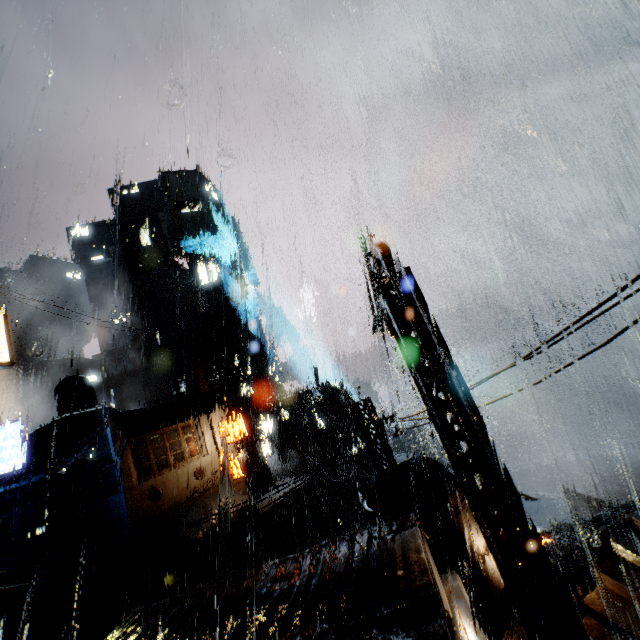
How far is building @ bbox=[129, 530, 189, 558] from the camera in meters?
19.6 m

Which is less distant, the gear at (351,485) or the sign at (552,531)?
the sign at (552,531)

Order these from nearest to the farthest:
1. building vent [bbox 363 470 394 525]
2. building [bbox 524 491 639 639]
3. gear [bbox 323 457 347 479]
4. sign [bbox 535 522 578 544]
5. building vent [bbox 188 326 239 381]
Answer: building [bbox 524 491 639 639] → building vent [bbox 363 470 394 525] → sign [bbox 535 522 578 544] → gear [bbox 323 457 347 479] → building vent [bbox 188 326 239 381]

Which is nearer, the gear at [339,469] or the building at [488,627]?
the building at [488,627]

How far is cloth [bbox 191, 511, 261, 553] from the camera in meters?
20.2

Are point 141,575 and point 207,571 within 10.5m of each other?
yes

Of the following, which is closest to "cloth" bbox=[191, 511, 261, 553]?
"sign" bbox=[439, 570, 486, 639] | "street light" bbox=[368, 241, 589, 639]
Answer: "sign" bbox=[439, 570, 486, 639]

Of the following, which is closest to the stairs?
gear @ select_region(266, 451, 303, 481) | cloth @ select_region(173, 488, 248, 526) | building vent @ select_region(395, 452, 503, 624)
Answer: cloth @ select_region(173, 488, 248, 526)
